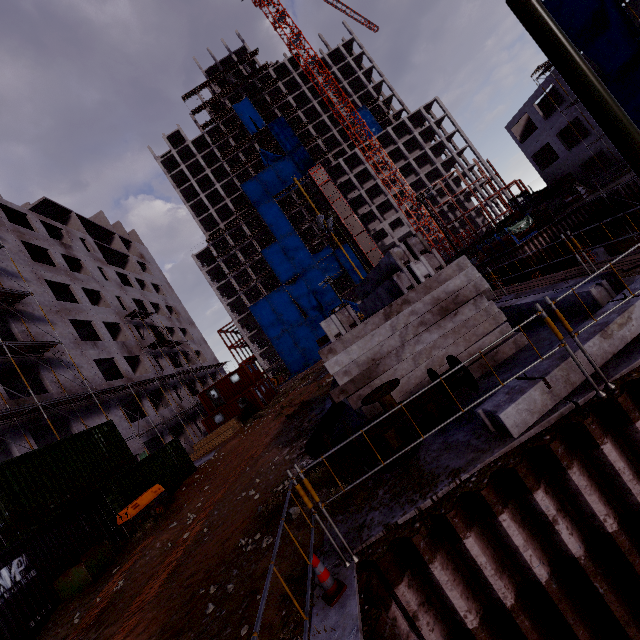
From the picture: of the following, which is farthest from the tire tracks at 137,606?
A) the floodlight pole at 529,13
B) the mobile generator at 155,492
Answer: the floodlight pole at 529,13

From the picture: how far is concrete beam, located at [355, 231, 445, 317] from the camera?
7.2 meters

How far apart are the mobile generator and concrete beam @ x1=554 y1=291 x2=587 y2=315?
15.40m

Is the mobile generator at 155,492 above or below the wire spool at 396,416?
above

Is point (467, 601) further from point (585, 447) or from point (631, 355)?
point (631, 355)

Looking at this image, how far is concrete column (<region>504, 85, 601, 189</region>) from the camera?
32.7 meters

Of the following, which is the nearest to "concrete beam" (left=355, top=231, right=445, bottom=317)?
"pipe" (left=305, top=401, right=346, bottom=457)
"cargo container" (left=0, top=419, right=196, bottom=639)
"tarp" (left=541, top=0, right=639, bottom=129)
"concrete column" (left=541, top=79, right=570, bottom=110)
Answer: "pipe" (left=305, top=401, right=346, bottom=457)

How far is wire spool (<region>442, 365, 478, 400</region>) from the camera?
6.07m
